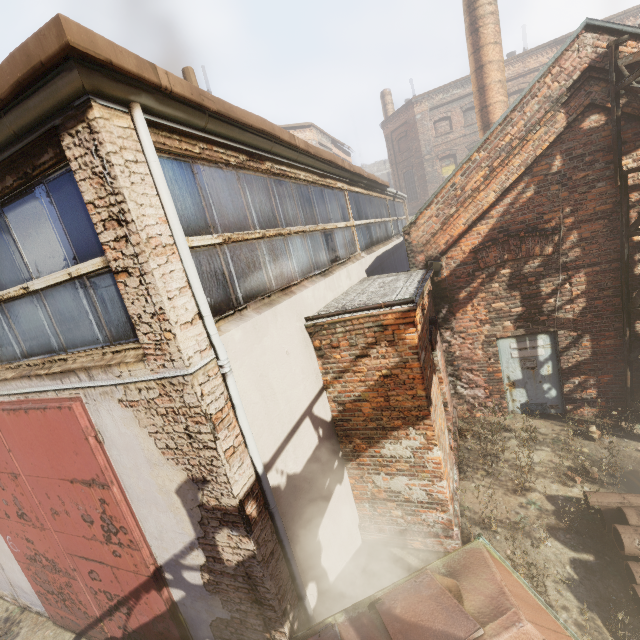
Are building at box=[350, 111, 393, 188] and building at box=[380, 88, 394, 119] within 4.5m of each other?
no

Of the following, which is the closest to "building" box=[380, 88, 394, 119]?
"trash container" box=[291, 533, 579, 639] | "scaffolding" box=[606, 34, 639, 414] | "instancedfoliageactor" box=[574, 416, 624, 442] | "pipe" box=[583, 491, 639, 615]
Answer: "scaffolding" box=[606, 34, 639, 414]

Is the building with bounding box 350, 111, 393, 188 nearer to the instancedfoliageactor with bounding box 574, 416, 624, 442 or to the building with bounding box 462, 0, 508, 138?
the building with bounding box 462, 0, 508, 138

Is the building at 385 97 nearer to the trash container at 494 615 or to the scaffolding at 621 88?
the scaffolding at 621 88

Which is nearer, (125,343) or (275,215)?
(125,343)

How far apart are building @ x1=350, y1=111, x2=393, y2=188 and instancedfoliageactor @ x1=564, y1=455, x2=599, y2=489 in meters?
59.1

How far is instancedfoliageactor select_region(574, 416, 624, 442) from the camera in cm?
621

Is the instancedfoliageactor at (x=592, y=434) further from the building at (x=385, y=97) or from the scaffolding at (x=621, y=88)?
the building at (x=385, y=97)
